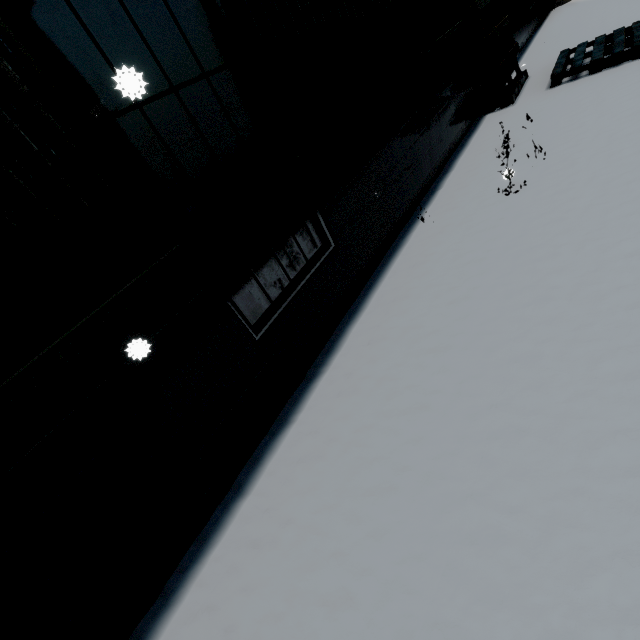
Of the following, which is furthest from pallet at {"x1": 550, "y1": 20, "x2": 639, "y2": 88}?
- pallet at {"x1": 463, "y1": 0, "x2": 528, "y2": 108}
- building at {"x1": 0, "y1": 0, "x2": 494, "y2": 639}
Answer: building at {"x1": 0, "y1": 0, "x2": 494, "y2": 639}

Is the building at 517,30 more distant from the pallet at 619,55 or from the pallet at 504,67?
the pallet at 619,55

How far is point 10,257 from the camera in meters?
1.6 m

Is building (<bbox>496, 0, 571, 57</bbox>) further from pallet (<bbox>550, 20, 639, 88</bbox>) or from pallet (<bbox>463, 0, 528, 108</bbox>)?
pallet (<bbox>550, 20, 639, 88</bbox>)

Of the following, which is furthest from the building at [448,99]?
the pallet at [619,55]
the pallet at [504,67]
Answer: the pallet at [619,55]

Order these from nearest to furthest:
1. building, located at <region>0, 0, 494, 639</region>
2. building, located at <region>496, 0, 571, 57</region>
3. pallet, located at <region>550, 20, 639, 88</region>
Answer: building, located at <region>0, 0, 494, 639</region>, pallet, located at <region>550, 20, 639, 88</region>, building, located at <region>496, 0, 571, 57</region>

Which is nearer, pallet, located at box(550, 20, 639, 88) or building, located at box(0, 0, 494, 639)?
building, located at box(0, 0, 494, 639)
